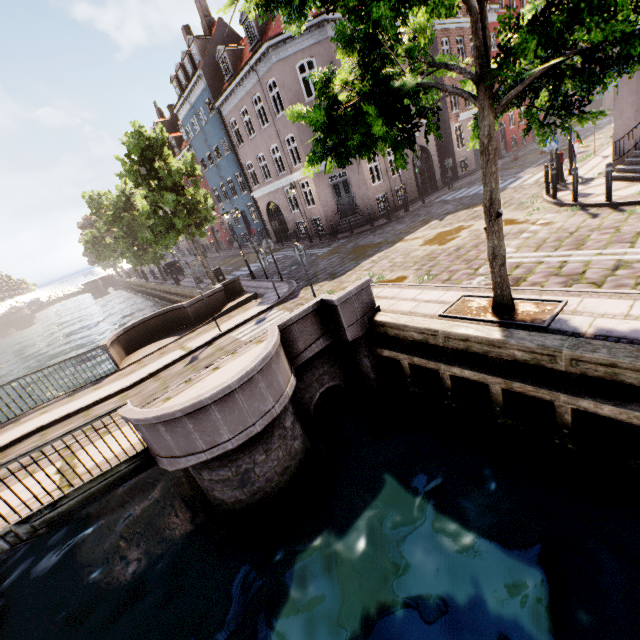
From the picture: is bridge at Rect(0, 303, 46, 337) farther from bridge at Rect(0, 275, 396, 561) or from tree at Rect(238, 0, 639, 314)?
bridge at Rect(0, 275, 396, 561)

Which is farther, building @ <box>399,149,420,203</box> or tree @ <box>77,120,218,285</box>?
building @ <box>399,149,420,203</box>

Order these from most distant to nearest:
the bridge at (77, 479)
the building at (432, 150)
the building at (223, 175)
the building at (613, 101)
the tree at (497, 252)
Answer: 1. the building at (432, 150)
2. the building at (223, 175)
3. the building at (613, 101)
4. the bridge at (77, 479)
5. the tree at (497, 252)

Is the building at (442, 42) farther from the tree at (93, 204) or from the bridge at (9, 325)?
the bridge at (9, 325)

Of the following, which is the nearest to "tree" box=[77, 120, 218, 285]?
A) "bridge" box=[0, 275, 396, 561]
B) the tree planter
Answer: the tree planter

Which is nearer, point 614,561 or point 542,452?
point 614,561

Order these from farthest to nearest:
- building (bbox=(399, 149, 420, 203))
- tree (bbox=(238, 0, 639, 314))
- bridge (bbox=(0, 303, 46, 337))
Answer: bridge (bbox=(0, 303, 46, 337)) → building (bbox=(399, 149, 420, 203)) → tree (bbox=(238, 0, 639, 314))
